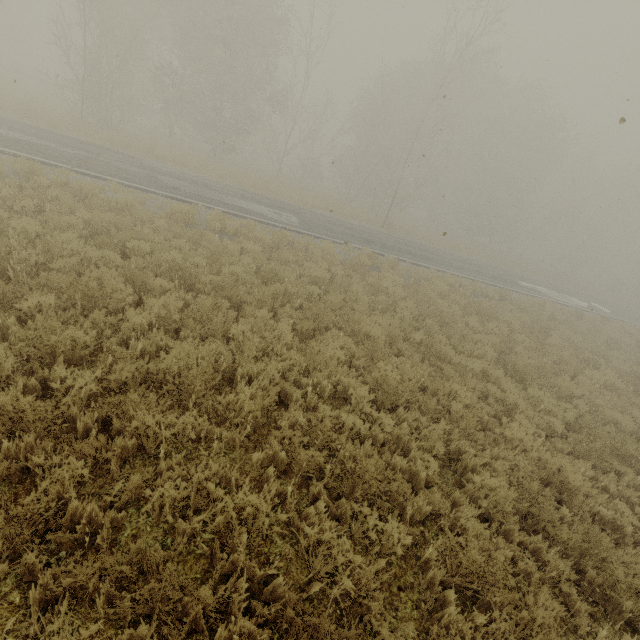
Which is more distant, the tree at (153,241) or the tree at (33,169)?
the tree at (33,169)

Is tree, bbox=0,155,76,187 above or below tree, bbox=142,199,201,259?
above

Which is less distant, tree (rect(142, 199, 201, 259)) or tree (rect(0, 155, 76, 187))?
tree (rect(142, 199, 201, 259))

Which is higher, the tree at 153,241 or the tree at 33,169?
the tree at 33,169

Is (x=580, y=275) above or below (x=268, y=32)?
below

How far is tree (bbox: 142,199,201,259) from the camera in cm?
819
